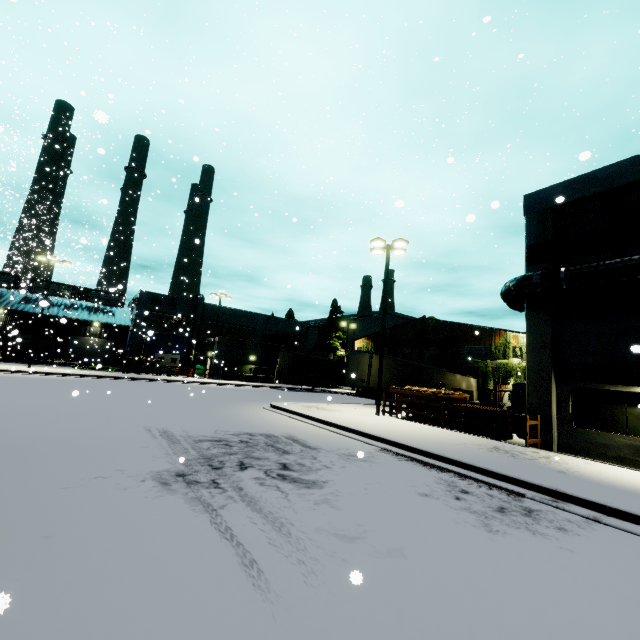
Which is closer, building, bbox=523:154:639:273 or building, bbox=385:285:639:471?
building, bbox=385:285:639:471

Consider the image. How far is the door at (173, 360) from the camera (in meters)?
40.84

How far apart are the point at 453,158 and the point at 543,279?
7.8m

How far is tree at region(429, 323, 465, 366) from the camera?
35.06m

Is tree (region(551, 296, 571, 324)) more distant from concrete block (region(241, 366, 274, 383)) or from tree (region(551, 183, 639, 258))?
concrete block (region(241, 366, 274, 383))

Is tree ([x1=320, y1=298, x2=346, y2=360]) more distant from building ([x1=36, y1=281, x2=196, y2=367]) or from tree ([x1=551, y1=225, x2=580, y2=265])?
tree ([x1=551, y1=225, x2=580, y2=265])

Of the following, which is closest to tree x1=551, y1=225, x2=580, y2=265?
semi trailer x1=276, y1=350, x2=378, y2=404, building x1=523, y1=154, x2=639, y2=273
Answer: building x1=523, y1=154, x2=639, y2=273

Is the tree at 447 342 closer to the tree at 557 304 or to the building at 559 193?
the building at 559 193
